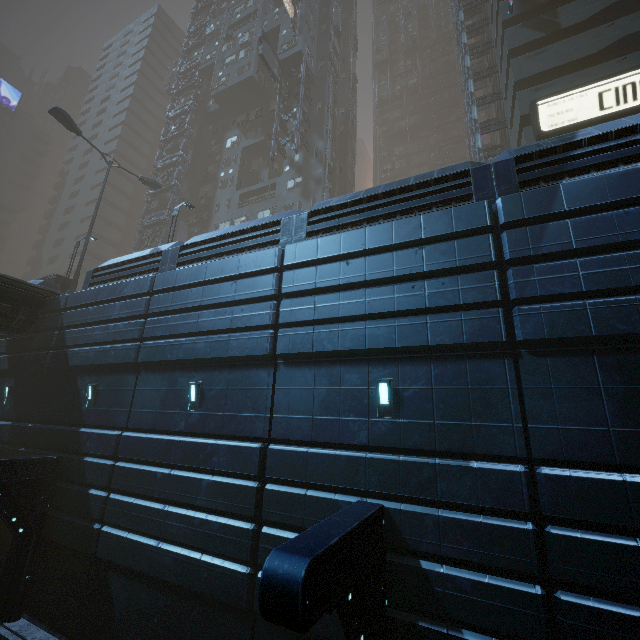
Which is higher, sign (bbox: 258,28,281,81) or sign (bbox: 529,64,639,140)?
sign (bbox: 258,28,281,81)

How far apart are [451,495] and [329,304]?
5.2 meters

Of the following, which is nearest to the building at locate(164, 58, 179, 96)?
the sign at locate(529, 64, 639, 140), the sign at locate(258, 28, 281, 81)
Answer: the sign at locate(529, 64, 639, 140)

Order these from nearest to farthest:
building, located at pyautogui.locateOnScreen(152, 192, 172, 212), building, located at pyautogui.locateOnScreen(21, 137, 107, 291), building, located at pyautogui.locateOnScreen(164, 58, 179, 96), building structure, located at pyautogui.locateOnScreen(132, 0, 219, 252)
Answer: building structure, located at pyautogui.locateOnScreen(132, 0, 219, 252)
building, located at pyautogui.locateOnScreen(152, 192, 172, 212)
building, located at pyautogui.locateOnScreen(164, 58, 179, 96)
building, located at pyautogui.locateOnScreen(21, 137, 107, 291)

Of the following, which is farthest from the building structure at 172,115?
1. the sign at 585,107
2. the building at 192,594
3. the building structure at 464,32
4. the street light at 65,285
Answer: the sign at 585,107

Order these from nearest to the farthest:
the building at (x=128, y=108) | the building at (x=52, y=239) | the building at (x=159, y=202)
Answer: the building at (x=159, y=202), the building at (x=52, y=239), the building at (x=128, y=108)
